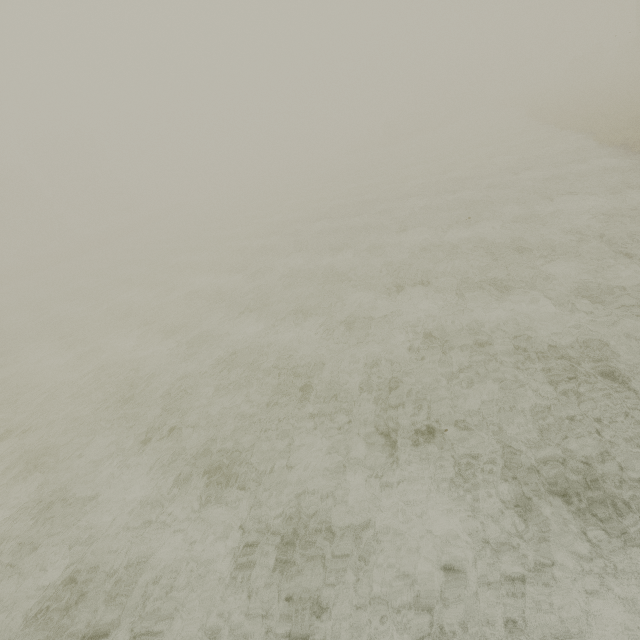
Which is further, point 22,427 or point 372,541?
point 22,427

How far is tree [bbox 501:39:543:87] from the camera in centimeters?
5394cm

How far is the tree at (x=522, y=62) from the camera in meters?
53.9
